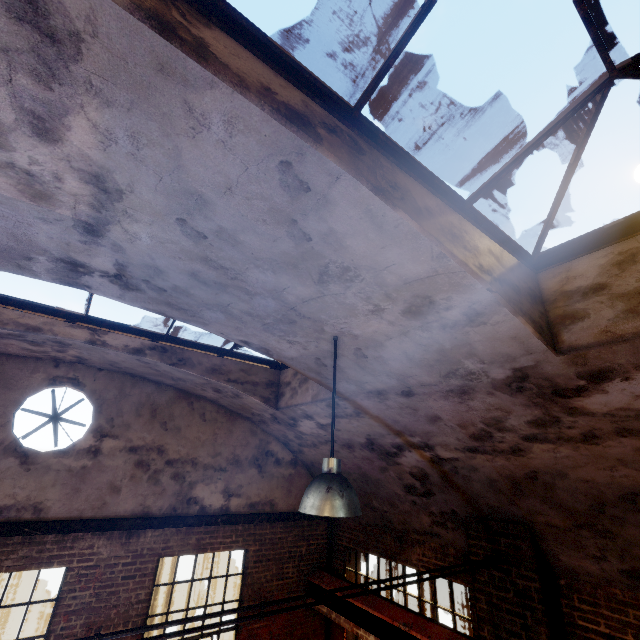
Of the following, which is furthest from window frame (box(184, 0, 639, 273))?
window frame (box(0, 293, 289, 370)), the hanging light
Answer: window frame (box(0, 293, 289, 370))

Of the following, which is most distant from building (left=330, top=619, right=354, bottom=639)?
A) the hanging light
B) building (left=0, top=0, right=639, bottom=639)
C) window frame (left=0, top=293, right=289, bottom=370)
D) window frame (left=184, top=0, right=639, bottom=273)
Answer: window frame (left=184, top=0, right=639, bottom=273)

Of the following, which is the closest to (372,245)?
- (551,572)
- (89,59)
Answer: (89,59)

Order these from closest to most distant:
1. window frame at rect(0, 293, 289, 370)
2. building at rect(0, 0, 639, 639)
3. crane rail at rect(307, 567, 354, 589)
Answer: building at rect(0, 0, 639, 639) < window frame at rect(0, 293, 289, 370) < crane rail at rect(307, 567, 354, 589)

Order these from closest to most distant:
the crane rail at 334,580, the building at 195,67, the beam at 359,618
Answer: the building at 195,67 → the beam at 359,618 → the crane rail at 334,580

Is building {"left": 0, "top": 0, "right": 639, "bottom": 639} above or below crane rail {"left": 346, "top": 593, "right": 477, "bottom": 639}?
above

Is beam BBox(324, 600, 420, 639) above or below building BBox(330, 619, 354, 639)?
above

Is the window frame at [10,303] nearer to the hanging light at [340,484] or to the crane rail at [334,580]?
the hanging light at [340,484]
